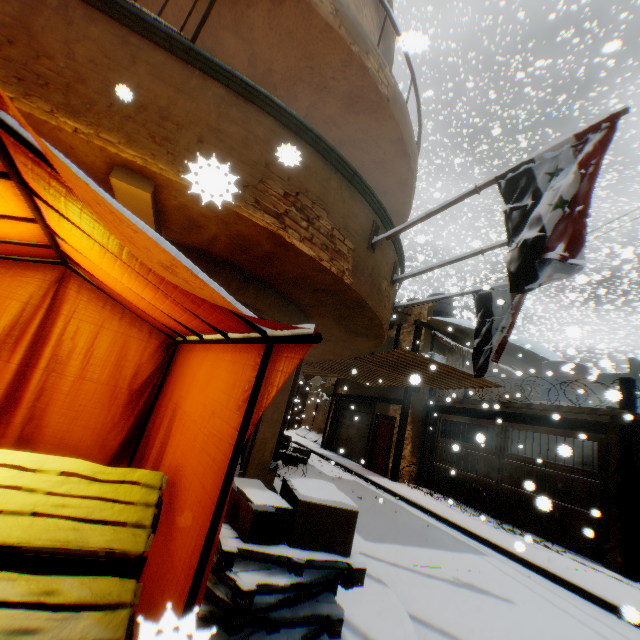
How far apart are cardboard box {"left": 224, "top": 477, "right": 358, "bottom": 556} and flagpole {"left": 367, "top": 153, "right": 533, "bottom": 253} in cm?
180

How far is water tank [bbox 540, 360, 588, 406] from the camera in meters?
12.9

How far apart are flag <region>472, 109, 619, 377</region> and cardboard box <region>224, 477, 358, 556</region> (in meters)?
1.09

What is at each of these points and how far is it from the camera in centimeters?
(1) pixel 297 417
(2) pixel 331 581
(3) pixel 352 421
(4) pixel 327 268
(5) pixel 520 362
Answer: (1) building, 2845cm
(2) wooden pallet, 253cm
(3) rolling overhead door, 1759cm
(4) building, 383cm
(5) building, 1645cm

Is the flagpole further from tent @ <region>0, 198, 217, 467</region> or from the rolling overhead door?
the rolling overhead door

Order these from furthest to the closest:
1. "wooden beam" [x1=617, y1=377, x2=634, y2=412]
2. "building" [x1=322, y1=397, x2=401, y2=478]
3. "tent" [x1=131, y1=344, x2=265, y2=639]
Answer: "building" [x1=322, y1=397, x2=401, y2=478] → "wooden beam" [x1=617, y1=377, x2=634, y2=412] → "tent" [x1=131, y1=344, x2=265, y2=639]

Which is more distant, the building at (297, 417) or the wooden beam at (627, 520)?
the building at (297, 417)

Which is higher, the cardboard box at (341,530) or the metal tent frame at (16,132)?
the metal tent frame at (16,132)
